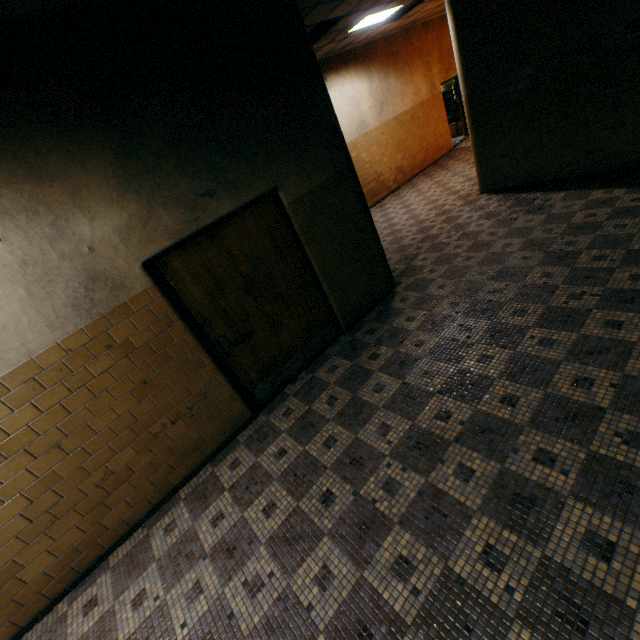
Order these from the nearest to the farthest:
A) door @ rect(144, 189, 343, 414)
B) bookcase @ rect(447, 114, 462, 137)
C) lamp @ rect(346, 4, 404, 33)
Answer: door @ rect(144, 189, 343, 414) → lamp @ rect(346, 4, 404, 33) → bookcase @ rect(447, 114, 462, 137)

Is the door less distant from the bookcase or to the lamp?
the lamp

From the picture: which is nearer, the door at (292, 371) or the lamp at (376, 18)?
the door at (292, 371)

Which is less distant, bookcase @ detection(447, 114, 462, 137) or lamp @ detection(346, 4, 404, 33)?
lamp @ detection(346, 4, 404, 33)

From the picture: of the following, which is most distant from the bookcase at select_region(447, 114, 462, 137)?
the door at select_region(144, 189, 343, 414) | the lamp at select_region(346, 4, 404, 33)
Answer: the door at select_region(144, 189, 343, 414)

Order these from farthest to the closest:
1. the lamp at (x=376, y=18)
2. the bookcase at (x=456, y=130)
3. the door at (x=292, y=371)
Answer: the bookcase at (x=456, y=130) < the lamp at (x=376, y=18) < the door at (x=292, y=371)

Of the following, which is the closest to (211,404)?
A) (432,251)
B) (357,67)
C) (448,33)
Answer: (432,251)
